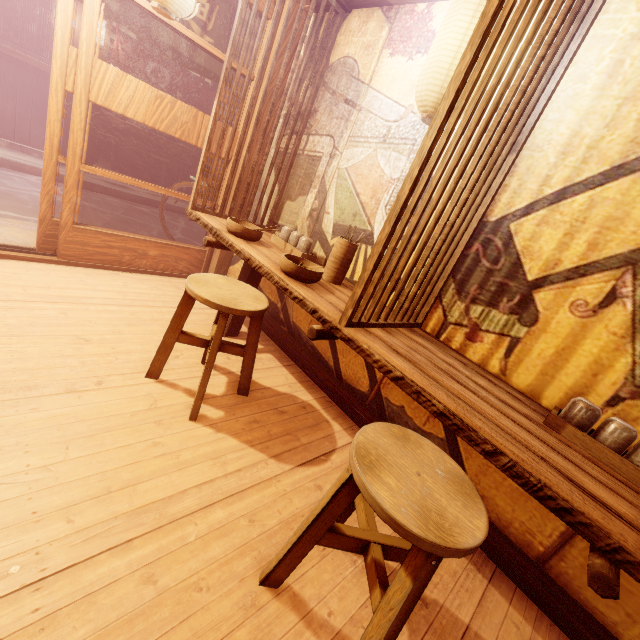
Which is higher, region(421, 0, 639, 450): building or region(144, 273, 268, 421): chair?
region(421, 0, 639, 450): building

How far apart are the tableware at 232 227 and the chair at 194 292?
0.8m

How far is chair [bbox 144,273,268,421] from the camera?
3.2m

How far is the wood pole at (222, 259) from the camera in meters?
6.8

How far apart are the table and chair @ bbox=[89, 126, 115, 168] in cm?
11

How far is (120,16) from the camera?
4.9 meters

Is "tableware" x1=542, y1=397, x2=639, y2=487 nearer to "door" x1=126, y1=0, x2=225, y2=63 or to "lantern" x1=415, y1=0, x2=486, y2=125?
"lantern" x1=415, y1=0, x2=486, y2=125

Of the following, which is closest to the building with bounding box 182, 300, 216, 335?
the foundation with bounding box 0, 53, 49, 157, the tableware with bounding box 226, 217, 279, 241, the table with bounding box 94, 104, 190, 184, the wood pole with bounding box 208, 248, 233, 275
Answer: the wood pole with bounding box 208, 248, 233, 275
